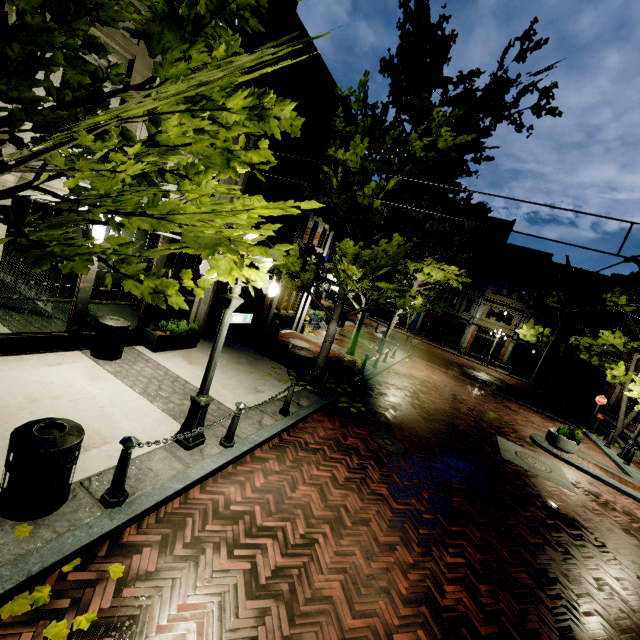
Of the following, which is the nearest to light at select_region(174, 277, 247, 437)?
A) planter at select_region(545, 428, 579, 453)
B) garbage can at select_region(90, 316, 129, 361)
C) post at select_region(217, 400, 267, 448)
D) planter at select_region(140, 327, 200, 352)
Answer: post at select_region(217, 400, 267, 448)

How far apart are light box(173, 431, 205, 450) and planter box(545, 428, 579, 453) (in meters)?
12.79

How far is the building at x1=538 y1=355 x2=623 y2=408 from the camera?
29.64m

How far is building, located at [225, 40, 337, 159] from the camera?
8.7m

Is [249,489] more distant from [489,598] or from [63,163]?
[63,163]

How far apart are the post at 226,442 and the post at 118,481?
1.58m

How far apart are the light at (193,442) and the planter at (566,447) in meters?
12.8

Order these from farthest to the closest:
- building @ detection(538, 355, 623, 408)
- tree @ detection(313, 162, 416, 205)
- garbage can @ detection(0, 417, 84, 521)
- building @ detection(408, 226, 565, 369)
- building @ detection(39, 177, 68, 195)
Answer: building @ detection(408, 226, 565, 369)
building @ detection(538, 355, 623, 408)
tree @ detection(313, 162, 416, 205)
building @ detection(39, 177, 68, 195)
garbage can @ detection(0, 417, 84, 521)
